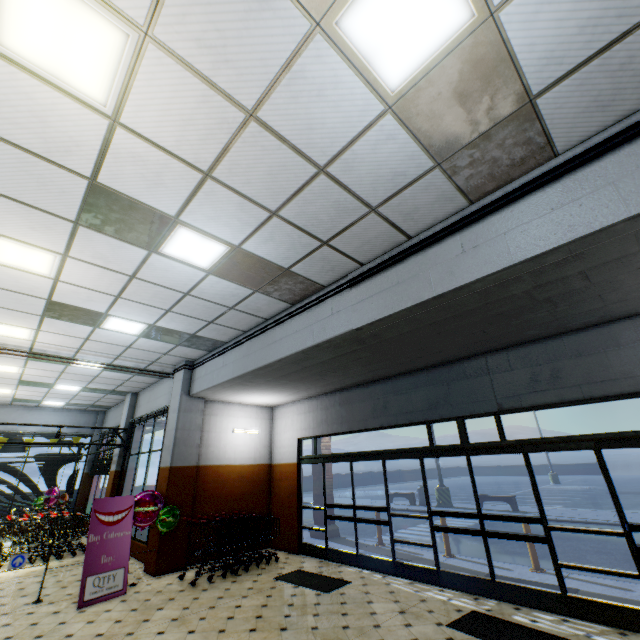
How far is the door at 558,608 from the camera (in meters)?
4.86

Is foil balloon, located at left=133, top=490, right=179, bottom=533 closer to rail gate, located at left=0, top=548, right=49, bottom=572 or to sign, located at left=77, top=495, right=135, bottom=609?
sign, located at left=77, top=495, right=135, bottom=609

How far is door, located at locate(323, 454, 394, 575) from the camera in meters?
6.9

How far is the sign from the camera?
5.78m

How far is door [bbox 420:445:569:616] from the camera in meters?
4.9 m

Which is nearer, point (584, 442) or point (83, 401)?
point (584, 442)

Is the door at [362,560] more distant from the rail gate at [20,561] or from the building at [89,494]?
the rail gate at [20,561]

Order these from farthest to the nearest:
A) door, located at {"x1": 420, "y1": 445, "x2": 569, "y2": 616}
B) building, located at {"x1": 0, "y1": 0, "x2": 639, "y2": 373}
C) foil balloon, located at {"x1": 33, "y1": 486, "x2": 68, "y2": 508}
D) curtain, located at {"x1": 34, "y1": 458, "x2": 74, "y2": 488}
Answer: curtain, located at {"x1": 34, "y1": 458, "x2": 74, "y2": 488}, foil balloon, located at {"x1": 33, "y1": 486, "x2": 68, "y2": 508}, door, located at {"x1": 420, "y1": 445, "x2": 569, "y2": 616}, building, located at {"x1": 0, "y1": 0, "x2": 639, "y2": 373}
